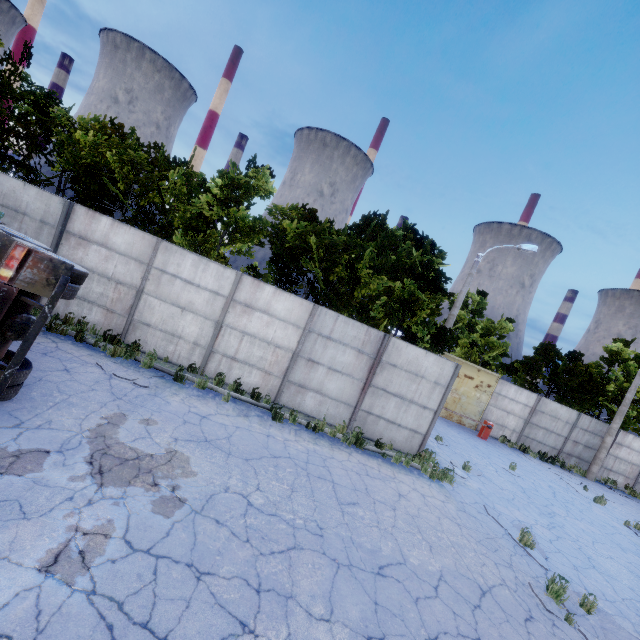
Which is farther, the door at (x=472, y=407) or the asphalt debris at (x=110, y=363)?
the door at (x=472, y=407)

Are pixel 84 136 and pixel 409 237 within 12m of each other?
no

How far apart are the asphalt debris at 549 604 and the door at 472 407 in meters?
13.0 m

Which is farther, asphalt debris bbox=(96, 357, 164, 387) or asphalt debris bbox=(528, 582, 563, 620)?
asphalt debris bbox=(96, 357, 164, 387)

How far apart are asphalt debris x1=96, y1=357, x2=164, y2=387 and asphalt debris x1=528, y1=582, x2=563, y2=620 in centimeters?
1033cm

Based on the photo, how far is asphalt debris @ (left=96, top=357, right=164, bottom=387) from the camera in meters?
8.5

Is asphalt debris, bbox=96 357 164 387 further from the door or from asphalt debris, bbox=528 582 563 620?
the door

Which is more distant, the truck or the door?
the door
